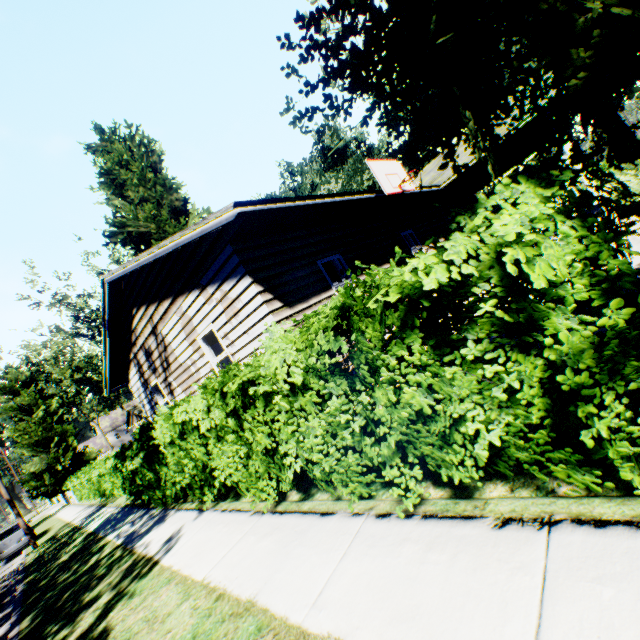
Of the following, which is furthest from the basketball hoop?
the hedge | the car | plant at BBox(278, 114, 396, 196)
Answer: the car

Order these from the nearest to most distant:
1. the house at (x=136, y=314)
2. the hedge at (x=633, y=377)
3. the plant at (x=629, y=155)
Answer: the hedge at (x=633, y=377), the house at (x=136, y=314), the plant at (x=629, y=155)

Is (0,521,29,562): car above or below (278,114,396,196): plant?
below

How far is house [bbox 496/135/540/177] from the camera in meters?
12.8

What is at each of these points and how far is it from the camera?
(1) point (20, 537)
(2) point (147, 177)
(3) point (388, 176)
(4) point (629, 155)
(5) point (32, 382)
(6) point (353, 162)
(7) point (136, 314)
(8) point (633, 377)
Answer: (1) car, 17.58m
(2) plant, 18.41m
(3) basketball hoop, 8.52m
(4) plant, 24.31m
(5) plant, 35.25m
(6) plant, 46.78m
(7) house, 10.36m
(8) hedge, 1.94m

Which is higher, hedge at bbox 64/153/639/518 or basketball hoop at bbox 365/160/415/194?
basketball hoop at bbox 365/160/415/194

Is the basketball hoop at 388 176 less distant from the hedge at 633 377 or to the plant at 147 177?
the hedge at 633 377

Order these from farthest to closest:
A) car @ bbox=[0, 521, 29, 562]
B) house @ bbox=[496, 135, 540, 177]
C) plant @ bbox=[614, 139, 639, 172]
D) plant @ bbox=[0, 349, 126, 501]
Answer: plant @ bbox=[0, 349, 126, 501], plant @ bbox=[614, 139, 639, 172], car @ bbox=[0, 521, 29, 562], house @ bbox=[496, 135, 540, 177]
